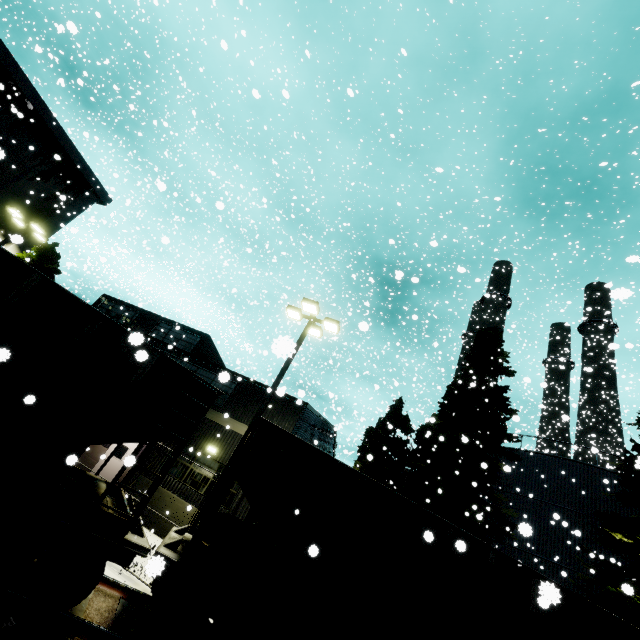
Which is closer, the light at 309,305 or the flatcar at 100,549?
the flatcar at 100,549

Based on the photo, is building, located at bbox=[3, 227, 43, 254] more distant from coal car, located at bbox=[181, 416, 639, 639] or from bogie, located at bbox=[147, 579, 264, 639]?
bogie, located at bbox=[147, 579, 264, 639]

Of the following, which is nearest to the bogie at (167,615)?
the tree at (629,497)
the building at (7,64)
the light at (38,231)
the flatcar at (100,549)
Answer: the flatcar at (100,549)

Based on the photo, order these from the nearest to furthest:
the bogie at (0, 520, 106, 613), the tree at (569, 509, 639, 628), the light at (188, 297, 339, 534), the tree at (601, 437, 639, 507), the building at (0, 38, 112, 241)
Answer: the bogie at (0, 520, 106, 613), the light at (188, 297, 339, 534), the tree at (569, 509, 639, 628), the tree at (601, 437, 639, 507), the building at (0, 38, 112, 241)

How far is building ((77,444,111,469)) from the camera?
17.5m

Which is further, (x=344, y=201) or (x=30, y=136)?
(x=344, y=201)

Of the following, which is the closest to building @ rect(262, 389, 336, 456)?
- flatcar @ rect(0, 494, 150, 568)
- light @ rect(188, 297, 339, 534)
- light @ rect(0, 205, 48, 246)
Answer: light @ rect(0, 205, 48, 246)

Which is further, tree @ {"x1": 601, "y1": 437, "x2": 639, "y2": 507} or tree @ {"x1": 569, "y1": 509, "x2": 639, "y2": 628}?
tree @ {"x1": 601, "y1": 437, "x2": 639, "y2": 507}
